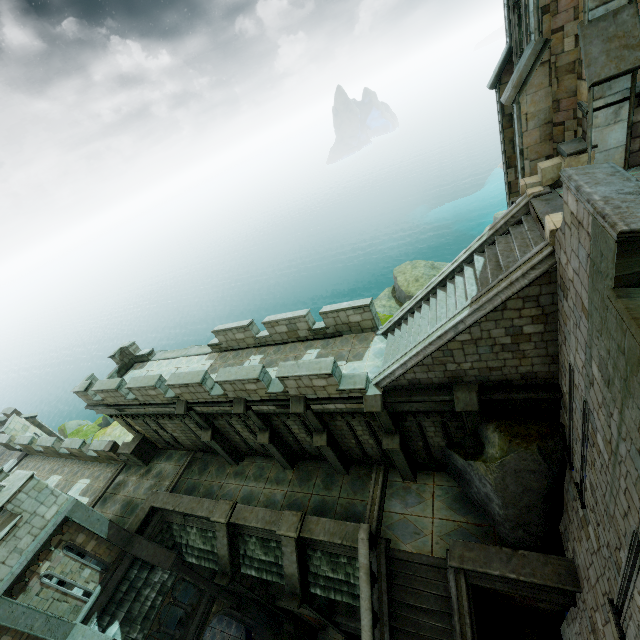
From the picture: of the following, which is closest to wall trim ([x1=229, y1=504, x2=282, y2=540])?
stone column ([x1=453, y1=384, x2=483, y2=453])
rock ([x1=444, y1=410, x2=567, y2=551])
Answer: rock ([x1=444, y1=410, x2=567, y2=551])

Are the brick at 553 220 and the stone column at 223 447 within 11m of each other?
no

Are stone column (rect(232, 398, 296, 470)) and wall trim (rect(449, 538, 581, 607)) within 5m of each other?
no

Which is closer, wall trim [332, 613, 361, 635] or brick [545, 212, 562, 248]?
brick [545, 212, 562, 248]

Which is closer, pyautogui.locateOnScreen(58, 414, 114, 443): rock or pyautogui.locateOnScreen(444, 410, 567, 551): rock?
pyautogui.locateOnScreen(444, 410, 567, 551): rock

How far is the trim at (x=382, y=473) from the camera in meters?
11.9 m

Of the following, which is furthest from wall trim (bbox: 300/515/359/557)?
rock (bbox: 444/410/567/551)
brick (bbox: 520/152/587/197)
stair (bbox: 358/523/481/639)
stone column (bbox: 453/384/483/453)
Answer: brick (bbox: 520/152/587/197)

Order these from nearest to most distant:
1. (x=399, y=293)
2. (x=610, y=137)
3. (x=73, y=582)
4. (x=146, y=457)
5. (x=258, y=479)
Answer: (x=610, y=137) → (x=73, y=582) → (x=258, y=479) → (x=146, y=457) → (x=399, y=293)
